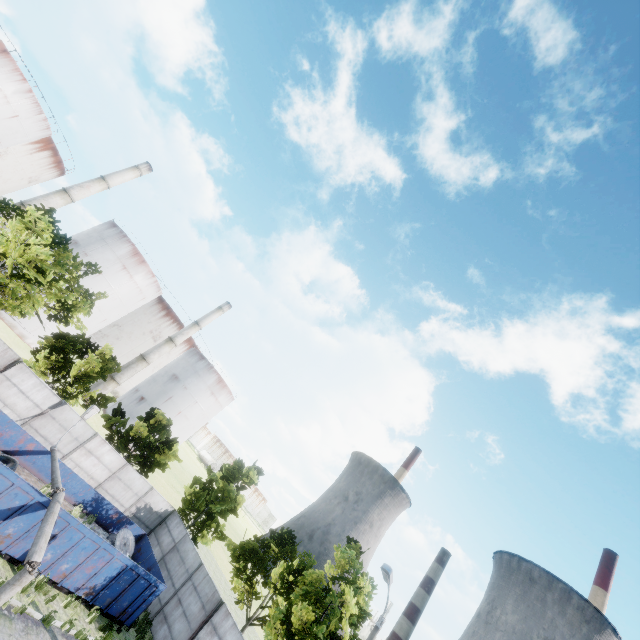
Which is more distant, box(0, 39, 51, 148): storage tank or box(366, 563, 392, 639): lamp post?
box(0, 39, 51, 148): storage tank

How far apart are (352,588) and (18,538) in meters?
15.9 m

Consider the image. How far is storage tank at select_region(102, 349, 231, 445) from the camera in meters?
52.4

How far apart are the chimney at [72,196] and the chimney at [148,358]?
21.6m

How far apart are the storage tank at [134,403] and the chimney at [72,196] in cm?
2855

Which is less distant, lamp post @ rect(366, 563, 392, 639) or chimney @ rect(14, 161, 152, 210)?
lamp post @ rect(366, 563, 392, 639)

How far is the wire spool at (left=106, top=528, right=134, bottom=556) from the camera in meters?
17.6 m

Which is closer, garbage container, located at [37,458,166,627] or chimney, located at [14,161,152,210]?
garbage container, located at [37,458,166,627]
